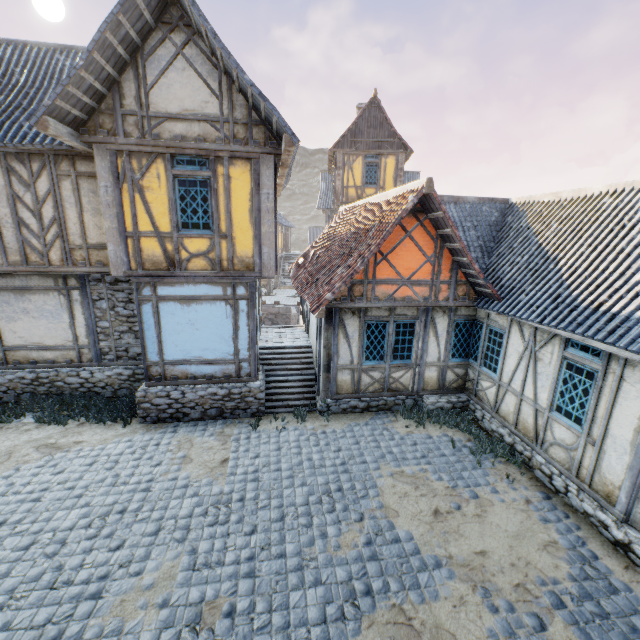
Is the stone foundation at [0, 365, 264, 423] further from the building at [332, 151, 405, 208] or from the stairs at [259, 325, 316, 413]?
the building at [332, 151, 405, 208]

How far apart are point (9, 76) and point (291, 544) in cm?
1300

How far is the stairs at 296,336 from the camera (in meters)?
9.69

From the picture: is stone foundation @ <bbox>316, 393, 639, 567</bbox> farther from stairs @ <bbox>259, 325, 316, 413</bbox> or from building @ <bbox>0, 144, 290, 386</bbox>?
building @ <bbox>0, 144, 290, 386</bbox>

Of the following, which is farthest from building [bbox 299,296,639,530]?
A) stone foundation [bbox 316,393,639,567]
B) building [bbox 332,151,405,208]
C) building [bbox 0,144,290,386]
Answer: building [bbox 332,151,405,208]

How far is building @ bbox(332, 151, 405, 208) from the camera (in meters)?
19.16

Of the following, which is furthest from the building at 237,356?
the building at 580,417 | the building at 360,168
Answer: the building at 360,168
